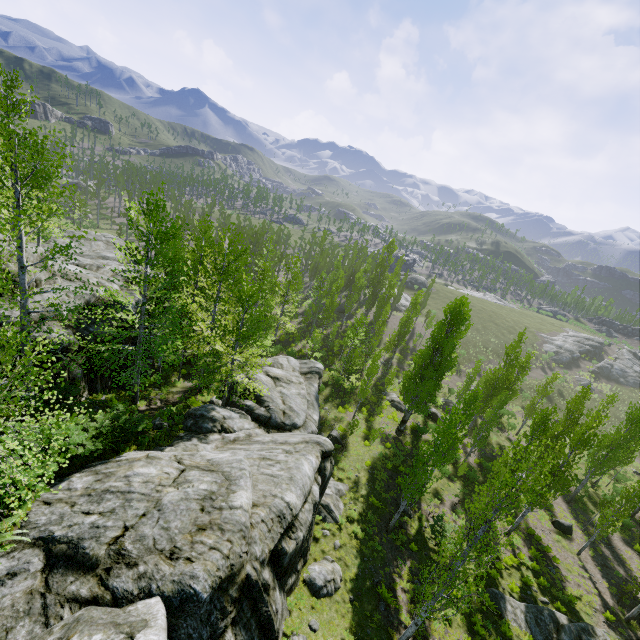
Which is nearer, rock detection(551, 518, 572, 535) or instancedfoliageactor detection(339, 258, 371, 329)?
rock detection(551, 518, 572, 535)

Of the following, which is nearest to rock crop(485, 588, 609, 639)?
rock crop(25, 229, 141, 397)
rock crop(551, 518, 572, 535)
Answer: rock crop(25, 229, 141, 397)

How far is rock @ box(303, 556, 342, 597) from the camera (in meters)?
14.12

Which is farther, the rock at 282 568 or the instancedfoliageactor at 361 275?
the instancedfoliageactor at 361 275

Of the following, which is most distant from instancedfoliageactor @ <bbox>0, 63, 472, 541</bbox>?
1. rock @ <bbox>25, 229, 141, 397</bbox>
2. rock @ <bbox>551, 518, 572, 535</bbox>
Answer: rock @ <bbox>551, 518, 572, 535</bbox>

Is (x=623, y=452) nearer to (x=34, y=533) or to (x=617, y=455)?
(x=617, y=455)

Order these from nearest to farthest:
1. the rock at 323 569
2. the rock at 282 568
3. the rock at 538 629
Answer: the rock at 282 568
the rock at 323 569
the rock at 538 629

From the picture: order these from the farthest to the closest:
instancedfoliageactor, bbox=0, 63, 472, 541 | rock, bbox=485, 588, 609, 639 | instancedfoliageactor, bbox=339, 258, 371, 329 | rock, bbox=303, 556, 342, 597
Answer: instancedfoliageactor, bbox=339, 258, 371, 329, rock, bbox=485, 588, 609, 639, rock, bbox=303, 556, 342, 597, instancedfoliageactor, bbox=0, 63, 472, 541
